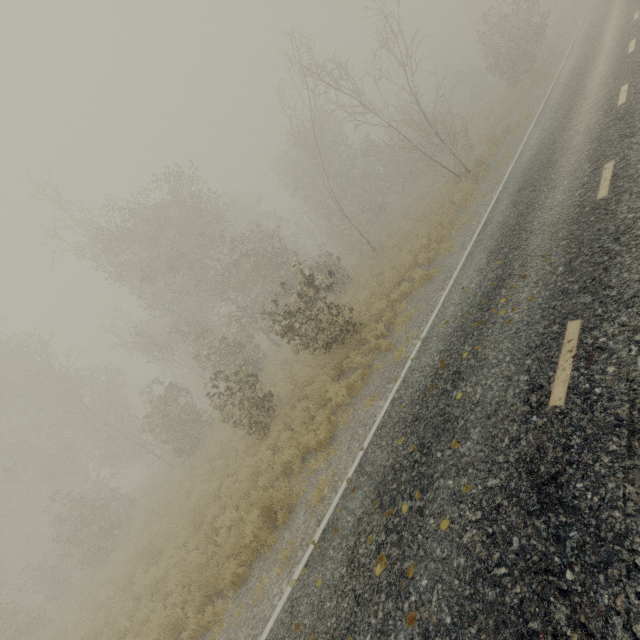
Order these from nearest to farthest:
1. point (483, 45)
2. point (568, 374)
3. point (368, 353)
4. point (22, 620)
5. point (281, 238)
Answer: point (568, 374), point (368, 353), point (22, 620), point (281, 238), point (483, 45)
